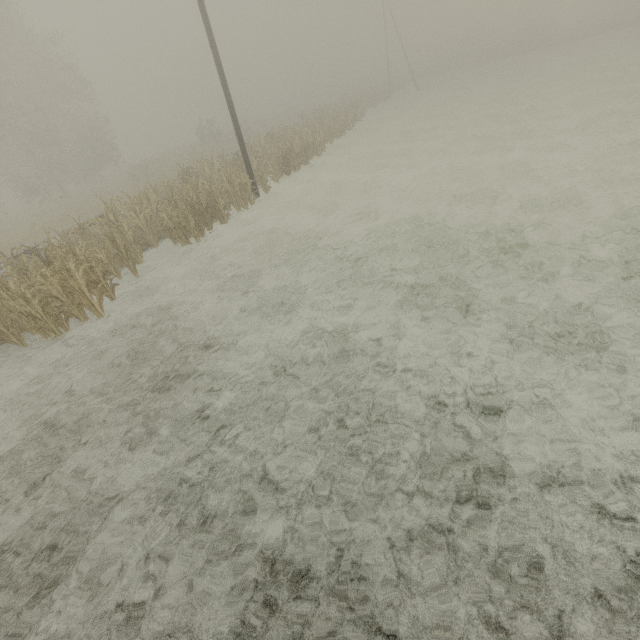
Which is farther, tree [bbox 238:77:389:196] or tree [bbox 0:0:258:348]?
tree [bbox 238:77:389:196]

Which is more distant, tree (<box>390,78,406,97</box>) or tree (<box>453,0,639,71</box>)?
tree (<box>390,78,406,97</box>)

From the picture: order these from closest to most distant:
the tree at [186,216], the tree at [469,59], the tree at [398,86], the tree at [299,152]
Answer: the tree at [186,216] → the tree at [299,152] → the tree at [469,59] → the tree at [398,86]

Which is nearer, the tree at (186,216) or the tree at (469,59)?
the tree at (186,216)

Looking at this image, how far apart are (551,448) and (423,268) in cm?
442

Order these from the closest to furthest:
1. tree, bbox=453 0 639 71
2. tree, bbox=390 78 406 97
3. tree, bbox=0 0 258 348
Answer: tree, bbox=0 0 258 348 → tree, bbox=453 0 639 71 → tree, bbox=390 78 406 97

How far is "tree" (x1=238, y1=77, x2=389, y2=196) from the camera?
17.8 meters
